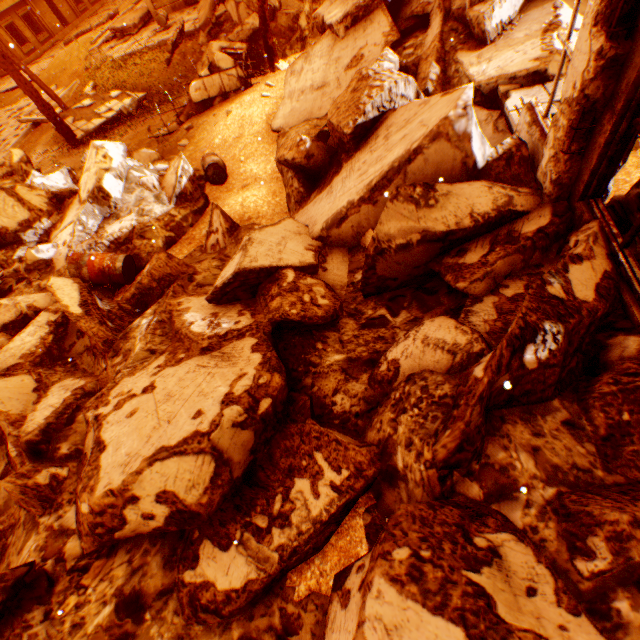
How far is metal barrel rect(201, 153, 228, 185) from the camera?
7.6 meters

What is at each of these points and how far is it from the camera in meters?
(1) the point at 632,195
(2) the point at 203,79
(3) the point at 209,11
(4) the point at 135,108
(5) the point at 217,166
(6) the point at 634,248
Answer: (1) rock pile, 2.9 m
(2) floor rubble, 10.1 m
(3) floor rubble, 14.2 m
(4) metal barrel, 14.1 m
(5) metal barrel, 7.6 m
(6) rock pile, 3.0 m

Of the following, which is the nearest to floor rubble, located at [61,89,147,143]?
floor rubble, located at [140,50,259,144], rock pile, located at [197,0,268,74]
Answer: rock pile, located at [197,0,268,74]

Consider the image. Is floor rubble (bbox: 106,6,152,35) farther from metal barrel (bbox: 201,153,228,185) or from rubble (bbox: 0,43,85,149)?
metal barrel (bbox: 201,153,228,185)

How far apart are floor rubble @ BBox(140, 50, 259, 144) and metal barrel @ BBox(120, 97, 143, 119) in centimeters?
308cm

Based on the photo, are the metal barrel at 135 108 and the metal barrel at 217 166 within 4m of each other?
no

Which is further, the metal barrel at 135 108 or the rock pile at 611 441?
the metal barrel at 135 108

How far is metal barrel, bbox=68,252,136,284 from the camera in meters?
5.5 m
